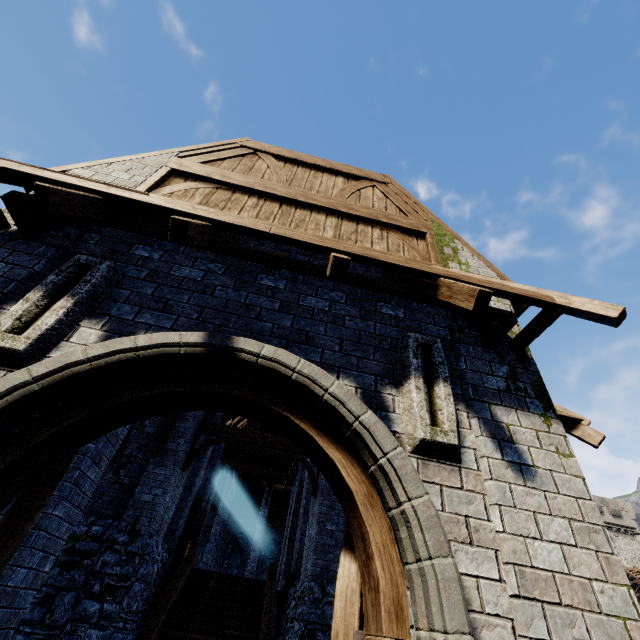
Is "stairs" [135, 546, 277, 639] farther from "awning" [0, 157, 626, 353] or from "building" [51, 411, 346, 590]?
"awning" [0, 157, 626, 353]

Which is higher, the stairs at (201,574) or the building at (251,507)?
the building at (251,507)

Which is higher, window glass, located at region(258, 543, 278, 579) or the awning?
window glass, located at region(258, 543, 278, 579)

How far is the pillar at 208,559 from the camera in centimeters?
2132cm

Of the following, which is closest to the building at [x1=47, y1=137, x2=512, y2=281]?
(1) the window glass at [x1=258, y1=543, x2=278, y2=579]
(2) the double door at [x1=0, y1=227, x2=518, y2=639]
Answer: (2) the double door at [x1=0, y1=227, x2=518, y2=639]

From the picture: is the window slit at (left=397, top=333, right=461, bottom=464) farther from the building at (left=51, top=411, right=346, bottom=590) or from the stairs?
the stairs

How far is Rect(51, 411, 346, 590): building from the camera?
8.40m

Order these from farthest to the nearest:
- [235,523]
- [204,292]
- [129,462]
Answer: [235,523] < [129,462] < [204,292]
